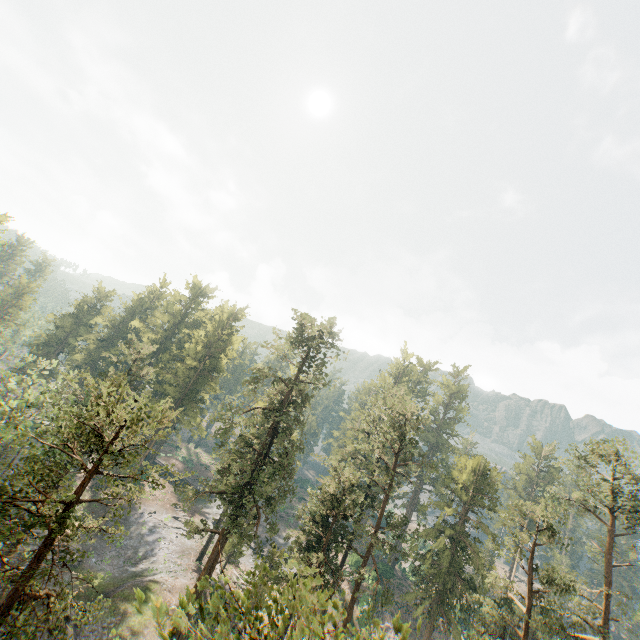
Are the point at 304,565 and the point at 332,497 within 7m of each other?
yes

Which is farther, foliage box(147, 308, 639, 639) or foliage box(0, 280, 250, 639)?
foliage box(0, 280, 250, 639)

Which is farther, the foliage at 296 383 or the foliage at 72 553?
the foliage at 72 553
